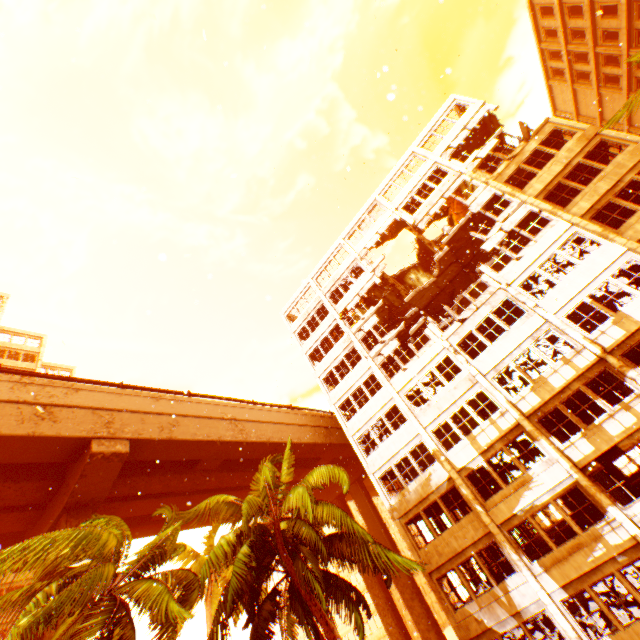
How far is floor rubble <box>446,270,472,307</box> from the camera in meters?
27.9 m

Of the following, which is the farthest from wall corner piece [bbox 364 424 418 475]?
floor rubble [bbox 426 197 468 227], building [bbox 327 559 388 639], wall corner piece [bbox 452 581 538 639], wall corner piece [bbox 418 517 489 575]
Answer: building [bbox 327 559 388 639]

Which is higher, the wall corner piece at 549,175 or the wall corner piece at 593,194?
the wall corner piece at 549,175

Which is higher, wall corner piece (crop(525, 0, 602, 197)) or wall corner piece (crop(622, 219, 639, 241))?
wall corner piece (crop(525, 0, 602, 197))

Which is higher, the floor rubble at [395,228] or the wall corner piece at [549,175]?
the floor rubble at [395,228]

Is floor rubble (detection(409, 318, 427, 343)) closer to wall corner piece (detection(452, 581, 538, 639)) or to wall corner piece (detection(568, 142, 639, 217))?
wall corner piece (detection(568, 142, 639, 217))

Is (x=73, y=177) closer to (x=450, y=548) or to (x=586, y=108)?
(x=450, y=548)

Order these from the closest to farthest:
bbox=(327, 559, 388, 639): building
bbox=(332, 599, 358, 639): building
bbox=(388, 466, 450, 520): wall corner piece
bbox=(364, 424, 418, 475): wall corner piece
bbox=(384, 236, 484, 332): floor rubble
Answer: bbox=(388, 466, 450, 520): wall corner piece, bbox=(364, 424, 418, 475): wall corner piece, bbox=(384, 236, 484, 332): floor rubble, bbox=(327, 559, 388, 639): building, bbox=(332, 599, 358, 639): building
